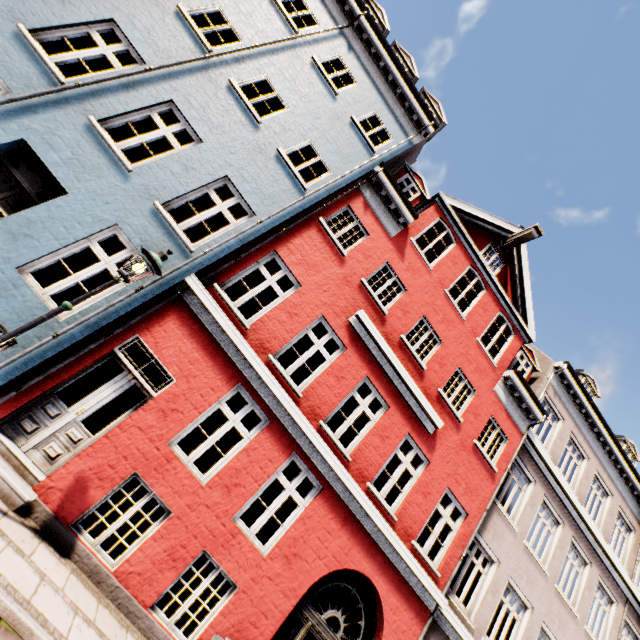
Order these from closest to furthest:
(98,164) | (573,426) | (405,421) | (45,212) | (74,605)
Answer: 1. (74,605)
2. (45,212)
3. (98,164)
4. (405,421)
5. (573,426)

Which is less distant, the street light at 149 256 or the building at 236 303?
the street light at 149 256

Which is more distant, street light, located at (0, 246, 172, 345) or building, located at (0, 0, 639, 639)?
building, located at (0, 0, 639, 639)
